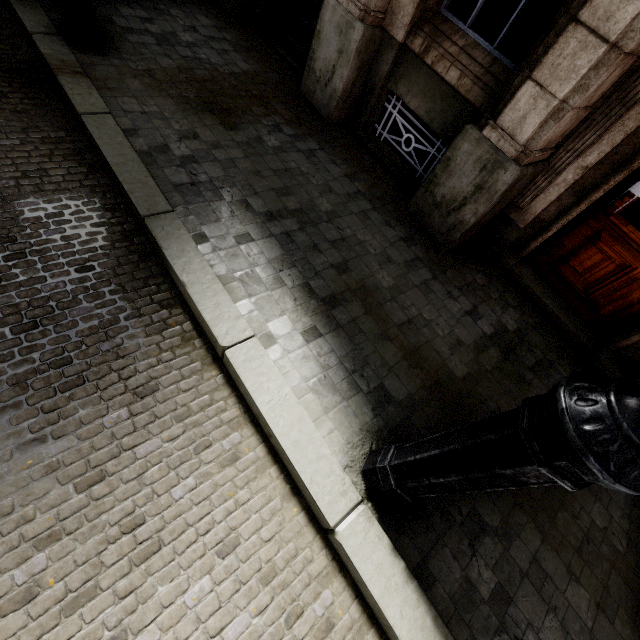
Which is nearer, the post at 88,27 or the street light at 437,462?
the street light at 437,462

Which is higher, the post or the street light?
the street light

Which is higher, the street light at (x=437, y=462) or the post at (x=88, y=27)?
the street light at (x=437, y=462)

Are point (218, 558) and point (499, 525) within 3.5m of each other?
yes

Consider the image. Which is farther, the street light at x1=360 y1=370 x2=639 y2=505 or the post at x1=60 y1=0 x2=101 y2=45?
the post at x1=60 y1=0 x2=101 y2=45
